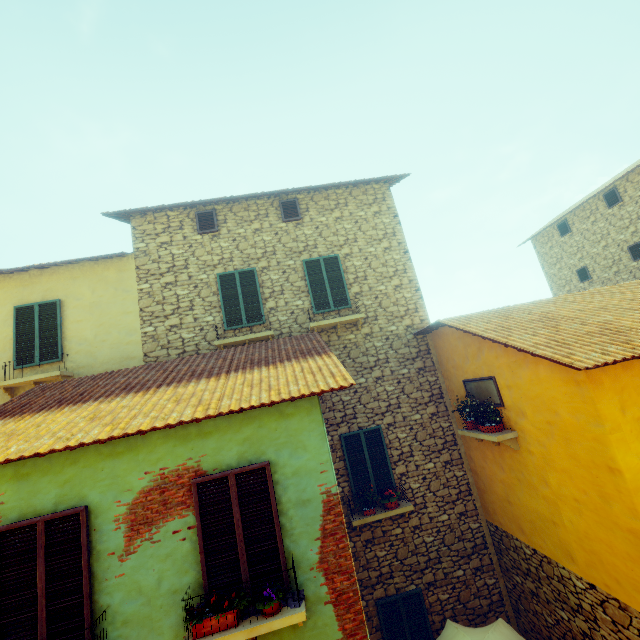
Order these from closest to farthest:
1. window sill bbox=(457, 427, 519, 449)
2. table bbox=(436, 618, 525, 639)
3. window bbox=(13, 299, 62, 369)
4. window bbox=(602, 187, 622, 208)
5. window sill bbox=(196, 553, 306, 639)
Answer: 1. window sill bbox=(196, 553, 306, 639)
2. table bbox=(436, 618, 525, 639)
3. window sill bbox=(457, 427, 519, 449)
4. window bbox=(13, 299, 62, 369)
5. window bbox=(602, 187, 622, 208)

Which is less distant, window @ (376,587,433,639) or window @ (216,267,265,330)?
window @ (376,587,433,639)

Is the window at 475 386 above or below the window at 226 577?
above

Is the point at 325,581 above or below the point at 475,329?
below

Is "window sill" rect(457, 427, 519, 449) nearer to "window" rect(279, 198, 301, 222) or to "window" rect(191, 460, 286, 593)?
"window" rect(191, 460, 286, 593)

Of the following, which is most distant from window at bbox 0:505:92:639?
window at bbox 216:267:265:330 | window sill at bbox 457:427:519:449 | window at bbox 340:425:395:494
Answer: window at bbox 216:267:265:330

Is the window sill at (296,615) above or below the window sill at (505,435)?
below

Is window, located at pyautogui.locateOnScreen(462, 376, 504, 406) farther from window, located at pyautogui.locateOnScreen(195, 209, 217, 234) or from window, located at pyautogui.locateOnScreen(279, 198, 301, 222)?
window, located at pyautogui.locateOnScreen(195, 209, 217, 234)
